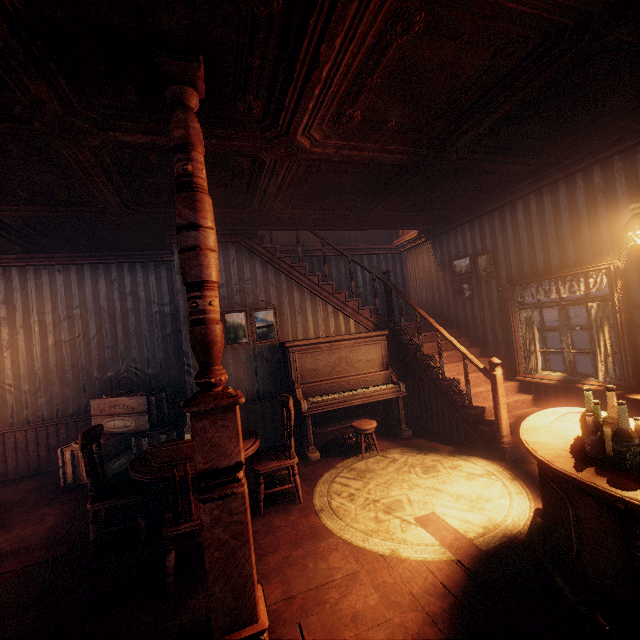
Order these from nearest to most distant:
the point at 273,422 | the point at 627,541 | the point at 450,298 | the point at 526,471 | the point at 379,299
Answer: the point at 627,541 < the point at 526,471 < the point at 273,422 < the point at 450,298 < the point at 379,299

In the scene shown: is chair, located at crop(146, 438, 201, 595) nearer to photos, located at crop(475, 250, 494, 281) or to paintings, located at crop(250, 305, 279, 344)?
paintings, located at crop(250, 305, 279, 344)

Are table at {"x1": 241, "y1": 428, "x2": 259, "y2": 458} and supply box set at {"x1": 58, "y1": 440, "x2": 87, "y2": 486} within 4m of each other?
yes

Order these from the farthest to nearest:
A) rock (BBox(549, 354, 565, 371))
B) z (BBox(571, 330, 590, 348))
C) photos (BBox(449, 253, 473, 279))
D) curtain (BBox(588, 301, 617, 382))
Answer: z (BBox(571, 330, 590, 348)) → rock (BBox(549, 354, 565, 371)) → photos (BBox(449, 253, 473, 279)) → curtain (BBox(588, 301, 617, 382))

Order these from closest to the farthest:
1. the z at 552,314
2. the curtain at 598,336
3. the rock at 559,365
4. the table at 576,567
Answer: the table at 576,567, the curtain at 598,336, the rock at 559,365, the z at 552,314

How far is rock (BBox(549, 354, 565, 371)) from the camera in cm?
789

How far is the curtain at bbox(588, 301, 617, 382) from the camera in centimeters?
413cm

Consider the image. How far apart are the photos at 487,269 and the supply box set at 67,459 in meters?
6.0 m
